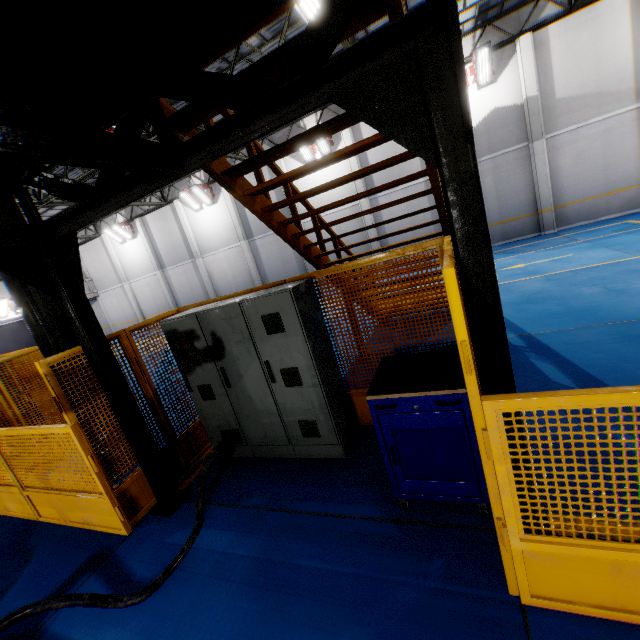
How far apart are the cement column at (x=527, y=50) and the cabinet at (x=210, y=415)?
15.1m

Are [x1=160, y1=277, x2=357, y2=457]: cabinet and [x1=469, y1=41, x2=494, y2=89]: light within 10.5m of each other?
no

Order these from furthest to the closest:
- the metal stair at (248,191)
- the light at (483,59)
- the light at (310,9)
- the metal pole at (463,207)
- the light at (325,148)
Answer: the light at (325,148), the light at (483,59), the light at (310,9), the metal stair at (248,191), the metal pole at (463,207)

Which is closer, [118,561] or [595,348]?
[118,561]

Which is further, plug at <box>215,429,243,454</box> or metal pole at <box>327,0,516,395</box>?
plug at <box>215,429,243,454</box>

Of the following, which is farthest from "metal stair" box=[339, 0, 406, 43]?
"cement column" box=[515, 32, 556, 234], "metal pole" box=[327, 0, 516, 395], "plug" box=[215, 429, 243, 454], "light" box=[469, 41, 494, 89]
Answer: "light" box=[469, 41, 494, 89]

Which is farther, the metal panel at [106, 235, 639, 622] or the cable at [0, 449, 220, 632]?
A: the cable at [0, 449, 220, 632]

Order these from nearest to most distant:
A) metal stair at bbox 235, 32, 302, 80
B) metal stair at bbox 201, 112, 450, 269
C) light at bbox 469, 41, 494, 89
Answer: metal stair at bbox 235, 32, 302, 80 < metal stair at bbox 201, 112, 450, 269 < light at bbox 469, 41, 494, 89
